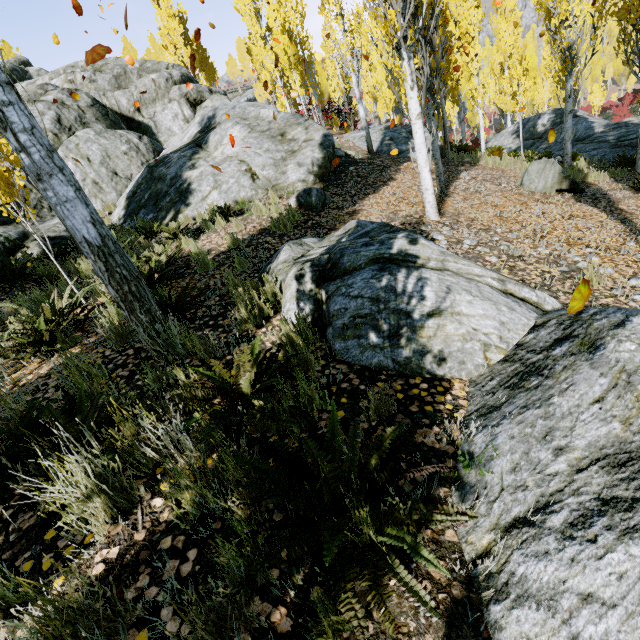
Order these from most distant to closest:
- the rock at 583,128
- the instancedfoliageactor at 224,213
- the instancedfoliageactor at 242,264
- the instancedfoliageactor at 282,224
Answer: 1. the rock at 583,128
2. the instancedfoliageactor at 224,213
3. the instancedfoliageactor at 282,224
4. the instancedfoliageactor at 242,264

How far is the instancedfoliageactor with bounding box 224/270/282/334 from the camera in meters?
3.5

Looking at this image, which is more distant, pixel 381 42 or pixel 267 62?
pixel 267 62

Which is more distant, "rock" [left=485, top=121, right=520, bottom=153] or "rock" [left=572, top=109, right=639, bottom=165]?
"rock" [left=485, top=121, right=520, bottom=153]

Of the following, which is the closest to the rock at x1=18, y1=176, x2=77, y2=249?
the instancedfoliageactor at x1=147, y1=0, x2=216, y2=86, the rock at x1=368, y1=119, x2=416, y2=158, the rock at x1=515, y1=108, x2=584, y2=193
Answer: the instancedfoliageactor at x1=147, y1=0, x2=216, y2=86

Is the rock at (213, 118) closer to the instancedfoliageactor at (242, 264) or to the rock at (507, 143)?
the instancedfoliageactor at (242, 264)

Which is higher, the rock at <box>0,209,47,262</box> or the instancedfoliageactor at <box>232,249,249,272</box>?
the rock at <box>0,209,47,262</box>
